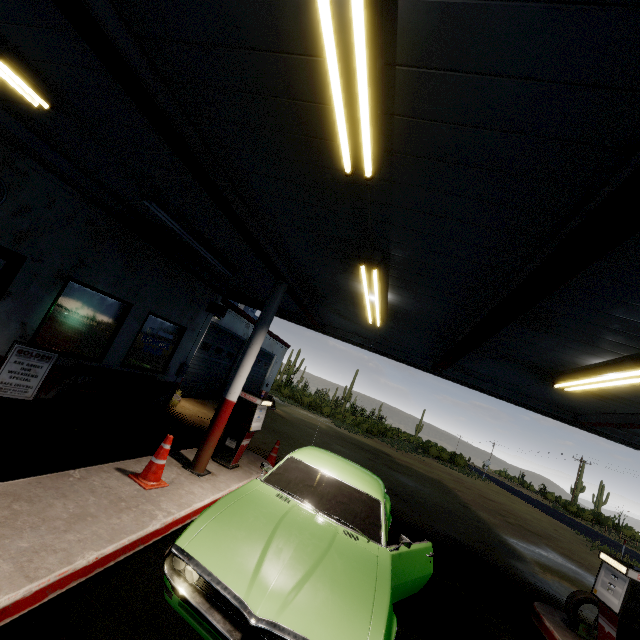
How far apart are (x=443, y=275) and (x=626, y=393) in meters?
4.2

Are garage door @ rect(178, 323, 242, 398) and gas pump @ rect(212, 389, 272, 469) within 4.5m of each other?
no

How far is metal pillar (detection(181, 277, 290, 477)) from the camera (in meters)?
5.79

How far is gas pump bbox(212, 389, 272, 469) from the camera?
6.6m

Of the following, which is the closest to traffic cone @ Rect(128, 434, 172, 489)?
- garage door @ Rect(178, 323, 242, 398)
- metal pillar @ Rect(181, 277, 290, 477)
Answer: metal pillar @ Rect(181, 277, 290, 477)

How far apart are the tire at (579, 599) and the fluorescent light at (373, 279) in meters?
6.0

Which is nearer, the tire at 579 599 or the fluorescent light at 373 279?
the fluorescent light at 373 279

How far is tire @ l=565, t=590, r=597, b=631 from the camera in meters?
5.7 m
